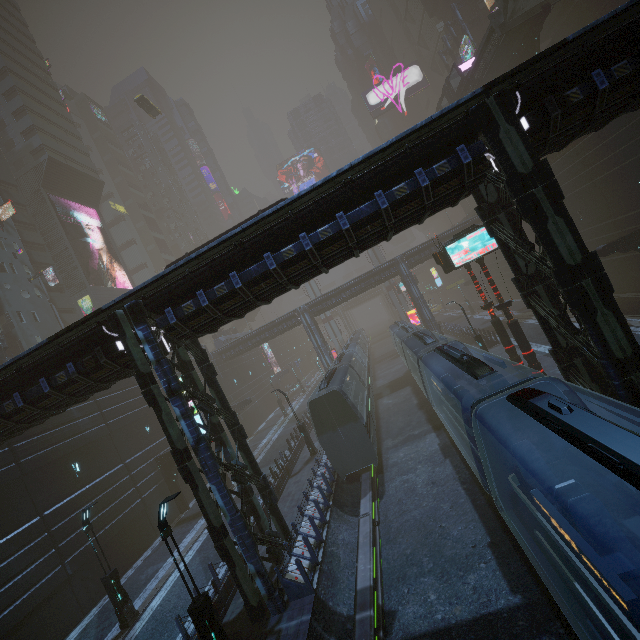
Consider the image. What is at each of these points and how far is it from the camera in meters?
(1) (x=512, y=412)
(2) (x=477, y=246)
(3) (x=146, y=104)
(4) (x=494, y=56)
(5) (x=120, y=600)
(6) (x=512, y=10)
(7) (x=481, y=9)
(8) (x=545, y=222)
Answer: (1) train, 7.8
(2) sign, 17.3
(3) taxi, 46.2
(4) bridge, 28.6
(5) street light, 14.6
(6) stairs, 24.7
(7) building, 42.1
(8) building, 9.3

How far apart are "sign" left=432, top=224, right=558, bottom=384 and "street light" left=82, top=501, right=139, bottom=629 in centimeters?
2156cm

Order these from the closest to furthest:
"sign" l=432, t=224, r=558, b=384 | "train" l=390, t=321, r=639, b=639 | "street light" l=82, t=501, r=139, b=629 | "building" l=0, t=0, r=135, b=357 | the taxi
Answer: "train" l=390, t=321, r=639, b=639
"street light" l=82, t=501, r=139, b=629
"sign" l=432, t=224, r=558, b=384
"building" l=0, t=0, r=135, b=357
the taxi

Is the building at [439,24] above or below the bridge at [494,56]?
above

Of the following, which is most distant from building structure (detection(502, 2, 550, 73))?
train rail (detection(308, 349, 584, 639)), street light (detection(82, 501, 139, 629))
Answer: street light (detection(82, 501, 139, 629))

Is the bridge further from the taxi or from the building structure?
the taxi

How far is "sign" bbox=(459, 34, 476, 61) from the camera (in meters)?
42.56

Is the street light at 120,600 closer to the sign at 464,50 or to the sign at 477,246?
the sign at 477,246
